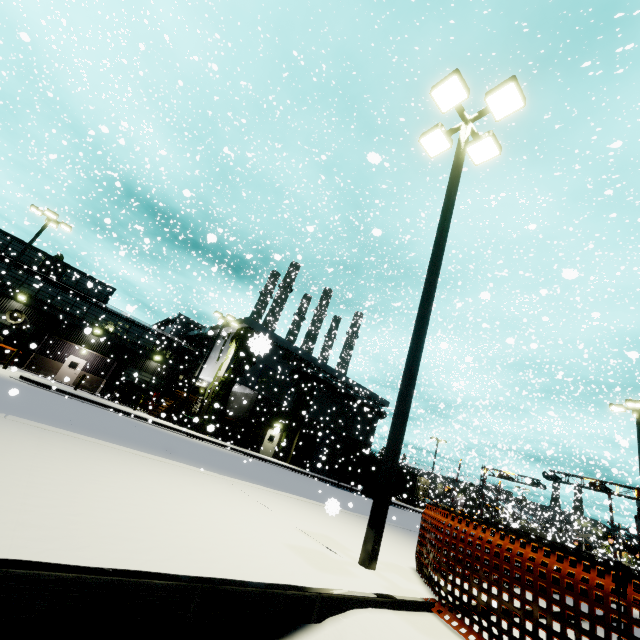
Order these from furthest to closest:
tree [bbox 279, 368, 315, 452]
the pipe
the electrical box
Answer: the pipe < tree [bbox 279, 368, 315, 452] < the electrical box

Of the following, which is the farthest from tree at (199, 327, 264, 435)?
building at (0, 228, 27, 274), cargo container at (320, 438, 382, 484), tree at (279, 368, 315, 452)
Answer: cargo container at (320, 438, 382, 484)

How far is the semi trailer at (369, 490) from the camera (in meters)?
27.27

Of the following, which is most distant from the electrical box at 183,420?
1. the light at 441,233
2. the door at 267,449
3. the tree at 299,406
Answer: the light at 441,233

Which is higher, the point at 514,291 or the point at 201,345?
the point at 514,291

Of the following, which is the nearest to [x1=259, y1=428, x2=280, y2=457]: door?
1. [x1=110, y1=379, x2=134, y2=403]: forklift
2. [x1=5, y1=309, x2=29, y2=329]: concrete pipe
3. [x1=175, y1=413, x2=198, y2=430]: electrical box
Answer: [x1=175, y1=413, x2=198, y2=430]: electrical box

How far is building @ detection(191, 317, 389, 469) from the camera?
29.59m

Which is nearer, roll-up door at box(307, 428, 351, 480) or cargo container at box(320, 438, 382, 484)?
cargo container at box(320, 438, 382, 484)
